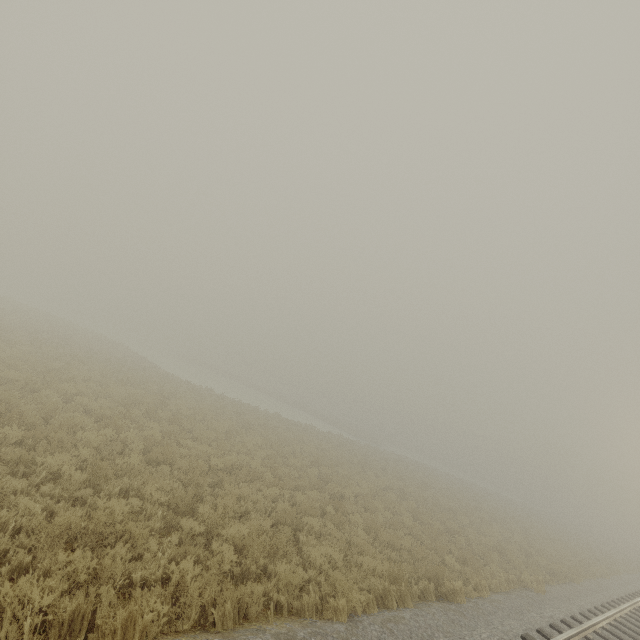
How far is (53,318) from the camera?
37.8 meters
